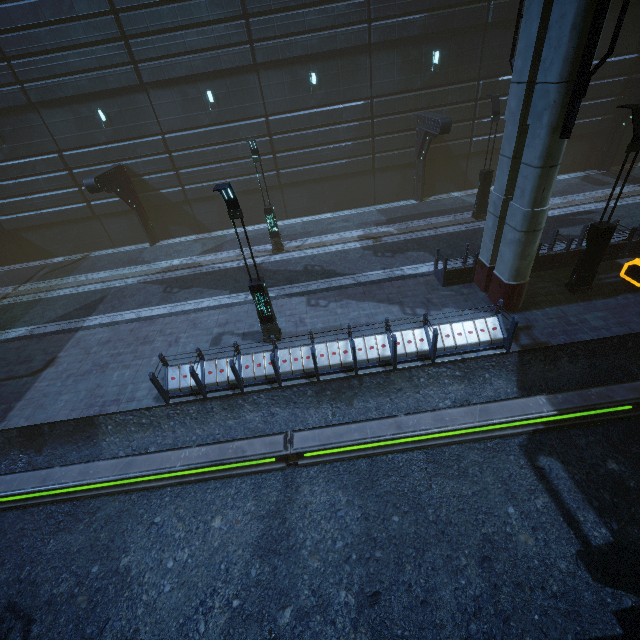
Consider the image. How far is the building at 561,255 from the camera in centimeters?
1240cm

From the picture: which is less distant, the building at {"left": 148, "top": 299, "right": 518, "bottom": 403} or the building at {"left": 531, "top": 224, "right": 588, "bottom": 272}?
the building at {"left": 148, "top": 299, "right": 518, "bottom": 403}

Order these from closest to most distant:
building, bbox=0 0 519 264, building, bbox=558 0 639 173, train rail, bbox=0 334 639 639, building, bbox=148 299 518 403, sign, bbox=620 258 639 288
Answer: train rail, bbox=0 334 639 639 → building, bbox=148 299 518 403 → sign, bbox=620 258 639 288 → building, bbox=0 0 519 264 → building, bbox=558 0 639 173

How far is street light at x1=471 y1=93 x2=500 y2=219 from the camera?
14.7 meters

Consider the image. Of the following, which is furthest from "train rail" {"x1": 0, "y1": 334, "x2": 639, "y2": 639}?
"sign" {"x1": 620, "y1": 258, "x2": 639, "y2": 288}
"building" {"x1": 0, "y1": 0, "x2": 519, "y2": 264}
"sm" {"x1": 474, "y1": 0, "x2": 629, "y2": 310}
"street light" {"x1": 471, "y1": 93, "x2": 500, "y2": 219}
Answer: "street light" {"x1": 471, "y1": 93, "x2": 500, "y2": 219}

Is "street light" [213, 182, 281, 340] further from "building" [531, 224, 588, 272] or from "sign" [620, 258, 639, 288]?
"sign" [620, 258, 639, 288]

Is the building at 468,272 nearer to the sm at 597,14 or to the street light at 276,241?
the sm at 597,14

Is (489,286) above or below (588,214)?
above
